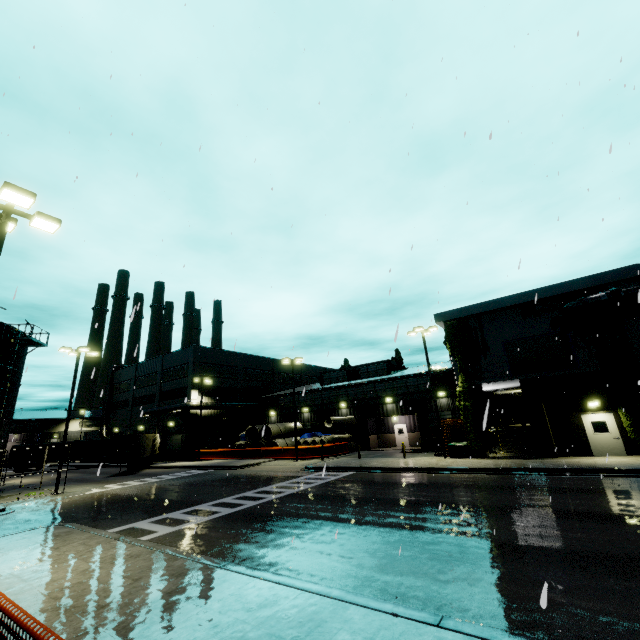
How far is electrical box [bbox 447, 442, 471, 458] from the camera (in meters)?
22.58

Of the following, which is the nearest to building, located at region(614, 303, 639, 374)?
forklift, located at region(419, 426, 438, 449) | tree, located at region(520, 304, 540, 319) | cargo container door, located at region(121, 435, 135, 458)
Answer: tree, located at region(520, 304, 540, 319)

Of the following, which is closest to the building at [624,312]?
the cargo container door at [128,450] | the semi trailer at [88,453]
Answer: the semi trailer at [88,453]

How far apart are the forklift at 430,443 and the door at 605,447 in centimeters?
1269cm

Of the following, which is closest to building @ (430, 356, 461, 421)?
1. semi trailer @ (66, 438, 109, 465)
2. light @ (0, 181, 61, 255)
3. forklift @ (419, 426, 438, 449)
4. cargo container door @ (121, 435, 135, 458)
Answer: forklift @ (419, 426, 438, 449)

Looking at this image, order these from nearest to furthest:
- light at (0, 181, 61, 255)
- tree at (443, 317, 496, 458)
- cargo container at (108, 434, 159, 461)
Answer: light at (0, 181, 61, 255) → tree at (443, 317, 496, 458) → cargo container at (108, 434, 159, 461)

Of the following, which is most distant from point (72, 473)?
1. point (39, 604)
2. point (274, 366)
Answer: point (39, 604)

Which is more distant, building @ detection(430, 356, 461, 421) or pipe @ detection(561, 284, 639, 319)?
building @ detection(430, 356, 461, 421)
